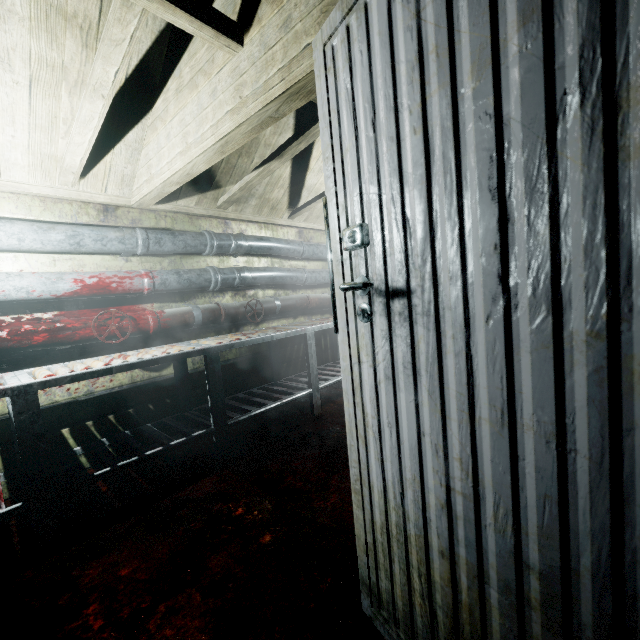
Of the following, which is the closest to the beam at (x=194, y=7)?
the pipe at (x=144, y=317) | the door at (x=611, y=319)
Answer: the door at (x=611, y=319)

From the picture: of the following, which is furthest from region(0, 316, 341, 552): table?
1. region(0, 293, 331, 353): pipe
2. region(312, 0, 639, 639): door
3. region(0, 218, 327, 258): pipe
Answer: region(312, 0, 639, 639): door

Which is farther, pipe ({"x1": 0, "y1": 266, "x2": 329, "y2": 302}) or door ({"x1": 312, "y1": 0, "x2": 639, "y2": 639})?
pipe ({"x1": 0, "y1": 266, "x2": 329, "y2": 302})

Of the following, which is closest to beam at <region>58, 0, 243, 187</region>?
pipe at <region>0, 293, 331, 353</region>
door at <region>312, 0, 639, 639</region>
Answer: door at <region>312, 0, 639, 639</region>

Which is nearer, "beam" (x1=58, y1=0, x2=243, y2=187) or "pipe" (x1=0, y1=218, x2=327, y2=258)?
"beam" (x1=58, y1=0, x2=243, y2=187)

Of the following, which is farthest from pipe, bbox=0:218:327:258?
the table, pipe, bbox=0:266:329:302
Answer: the table

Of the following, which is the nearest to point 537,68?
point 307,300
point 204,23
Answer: point 204,23

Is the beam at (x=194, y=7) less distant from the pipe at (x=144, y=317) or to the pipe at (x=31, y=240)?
the pipe at (x=31, y=240)
